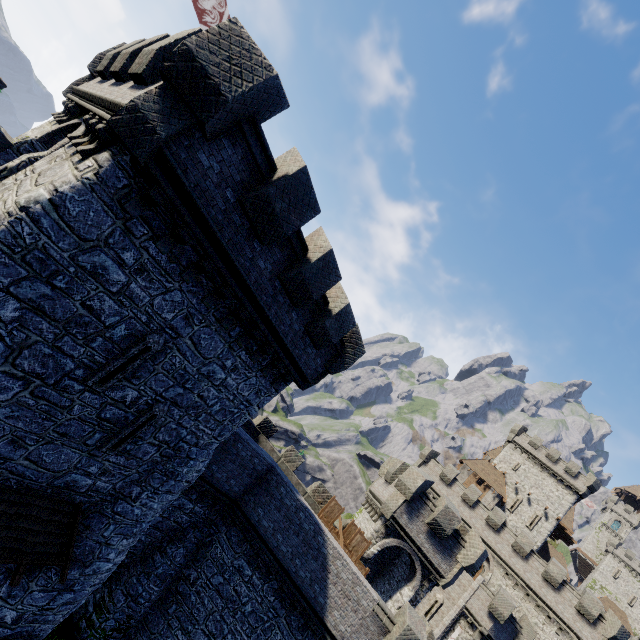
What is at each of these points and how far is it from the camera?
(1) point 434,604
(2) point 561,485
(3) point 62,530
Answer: (1) window slit, 29.4m
(2) building, 45.0m
(3) awning, 9.4m

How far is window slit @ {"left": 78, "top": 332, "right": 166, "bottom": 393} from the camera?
8.15m

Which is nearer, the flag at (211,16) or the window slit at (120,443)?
the window slit at (120,443)

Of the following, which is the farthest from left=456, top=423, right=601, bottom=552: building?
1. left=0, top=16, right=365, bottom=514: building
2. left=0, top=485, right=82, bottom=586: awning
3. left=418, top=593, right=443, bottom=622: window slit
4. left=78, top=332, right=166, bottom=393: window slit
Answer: left=78, top=332, right=166, bottom=393: window slit

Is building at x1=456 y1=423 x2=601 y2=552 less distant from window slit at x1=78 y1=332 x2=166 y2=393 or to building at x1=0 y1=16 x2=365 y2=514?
building at x1=0 y1=16 x2=365 y2=514

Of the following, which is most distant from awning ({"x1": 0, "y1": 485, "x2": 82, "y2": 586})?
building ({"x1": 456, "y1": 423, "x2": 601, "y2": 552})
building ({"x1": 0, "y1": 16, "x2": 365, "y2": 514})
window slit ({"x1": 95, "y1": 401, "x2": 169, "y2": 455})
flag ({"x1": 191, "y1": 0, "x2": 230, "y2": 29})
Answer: building ({"x1": 456, "y1": 423, "x2": 601, "y2": 552})

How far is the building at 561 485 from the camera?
43.5 meters

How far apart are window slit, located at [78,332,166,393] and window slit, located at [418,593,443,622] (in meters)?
35.54
